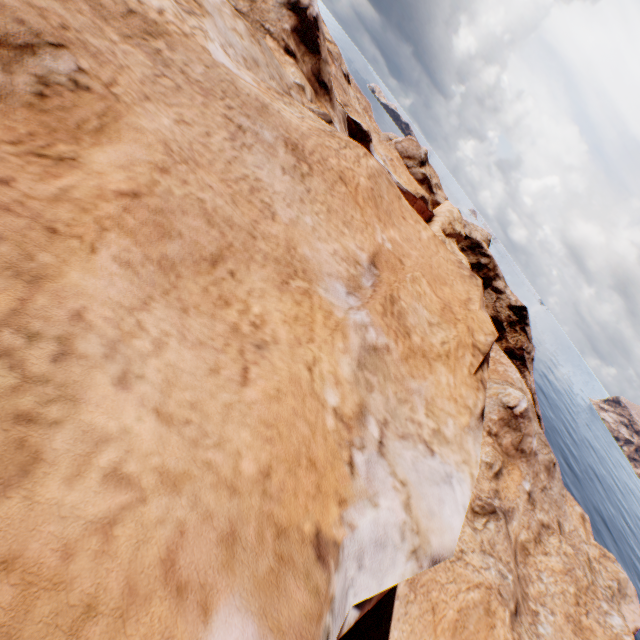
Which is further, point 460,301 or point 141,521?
point 460,301
